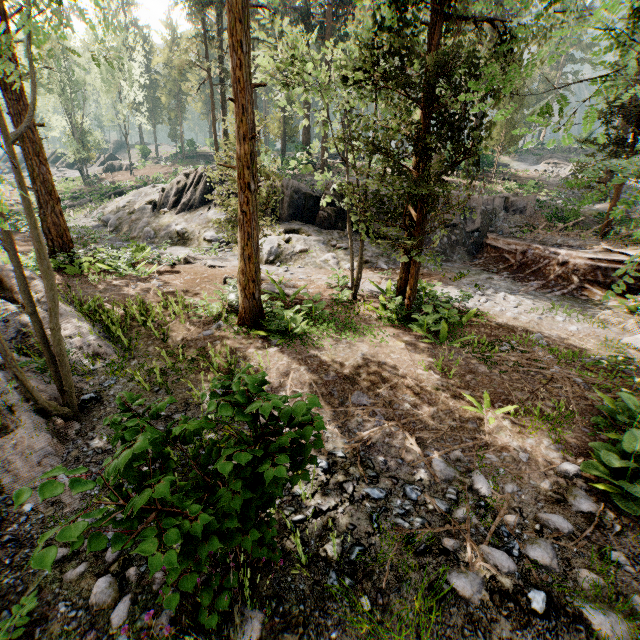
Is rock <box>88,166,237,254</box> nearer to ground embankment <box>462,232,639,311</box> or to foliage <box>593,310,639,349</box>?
ground embankment <box>462,232,639,311</box>

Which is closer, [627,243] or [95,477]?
[95,477]

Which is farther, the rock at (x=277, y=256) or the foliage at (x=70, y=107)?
the rock at (x=277, y=256)

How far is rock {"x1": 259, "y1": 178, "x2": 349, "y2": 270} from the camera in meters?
16.9

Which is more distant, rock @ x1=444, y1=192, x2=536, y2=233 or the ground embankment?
rock @ x1=444, y1=192, x2=536, y2=233

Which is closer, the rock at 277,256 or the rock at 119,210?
the rock at 277,256

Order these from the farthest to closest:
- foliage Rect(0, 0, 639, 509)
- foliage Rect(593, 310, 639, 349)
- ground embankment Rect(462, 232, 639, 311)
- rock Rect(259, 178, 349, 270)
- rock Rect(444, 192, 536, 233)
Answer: rock Rect(444, 192, 536, 233)
rock Rect(259, 178, 349, 270)
ground embankment Rect(462, 232, 639, 311)
foliage Rect(593, 310, 639, 349)
foliage Rect(0, 0, 639, 509)
